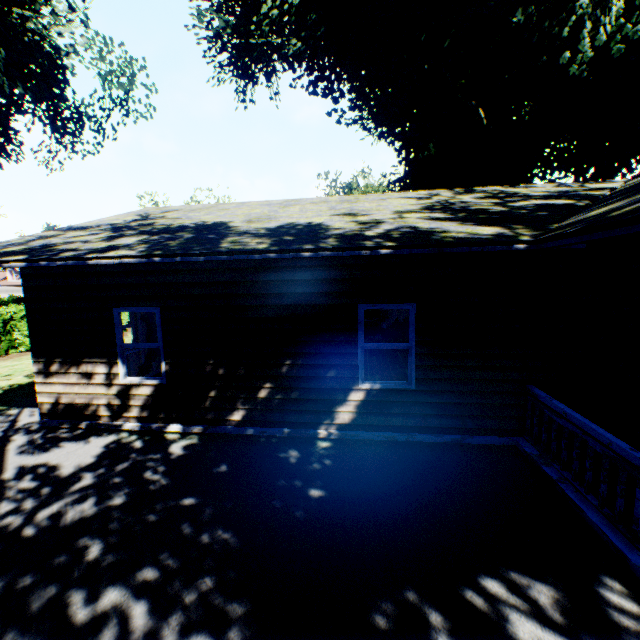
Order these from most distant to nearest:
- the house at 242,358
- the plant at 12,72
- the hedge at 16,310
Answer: the hedge at 16,310 → the plant at 12,72 → the house at 242,358

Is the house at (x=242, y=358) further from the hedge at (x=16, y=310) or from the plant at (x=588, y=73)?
the hedge at (x=16, y=310)

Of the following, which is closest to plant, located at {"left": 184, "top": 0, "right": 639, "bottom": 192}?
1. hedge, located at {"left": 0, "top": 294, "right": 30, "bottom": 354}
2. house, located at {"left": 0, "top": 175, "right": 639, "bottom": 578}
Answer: house, located at {"left": 0, "top": 175, "right": 639, "bottom": 578}

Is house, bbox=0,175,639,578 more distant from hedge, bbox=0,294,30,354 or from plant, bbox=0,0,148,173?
hedge, bbox=0,294,30,354

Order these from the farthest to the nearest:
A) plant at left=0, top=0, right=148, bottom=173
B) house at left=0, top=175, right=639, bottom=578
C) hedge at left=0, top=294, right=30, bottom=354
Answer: hedge at left=0, top=294, right=30, bottom=354 < plant at left=0, top=0, right=148, bottom=173 < house at left=0, top=175, right=639, bottom=578

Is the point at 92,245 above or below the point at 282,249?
above
